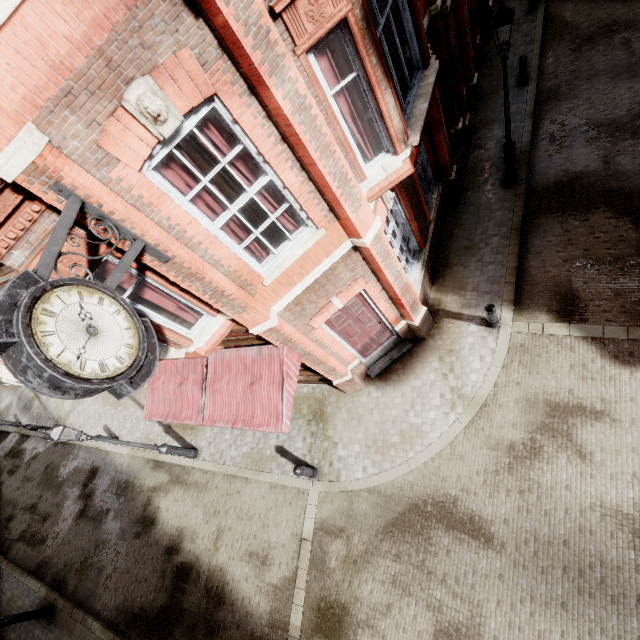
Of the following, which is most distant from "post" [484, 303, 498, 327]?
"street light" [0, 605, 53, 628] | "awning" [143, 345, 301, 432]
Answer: "street light" [0, 605, 53, 628]

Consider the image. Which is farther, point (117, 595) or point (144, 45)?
point (117, 595)

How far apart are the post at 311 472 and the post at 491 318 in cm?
609

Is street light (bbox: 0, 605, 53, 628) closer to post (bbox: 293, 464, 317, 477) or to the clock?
post (bbox: 293, 464, 317, 477)

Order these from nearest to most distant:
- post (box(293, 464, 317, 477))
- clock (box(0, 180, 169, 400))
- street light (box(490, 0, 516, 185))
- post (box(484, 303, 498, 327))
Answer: clock (box(0, 180, 169, 400))
street light (box(490, 0, 516, 185))
post (box(484, 303, 498, 327))
post (box(293, 464, 317, 477))

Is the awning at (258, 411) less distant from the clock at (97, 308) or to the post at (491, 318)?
the clock at (97, 308)

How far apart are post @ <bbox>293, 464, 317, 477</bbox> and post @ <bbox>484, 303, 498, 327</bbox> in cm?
609

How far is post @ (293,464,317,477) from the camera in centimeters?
836cm
